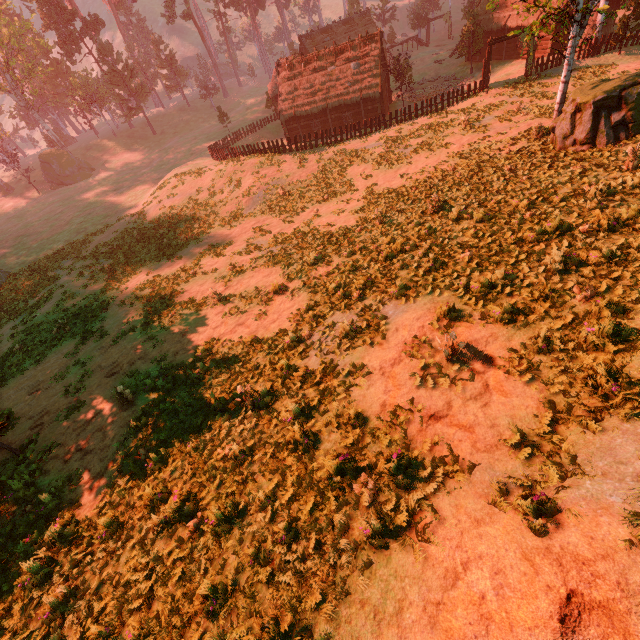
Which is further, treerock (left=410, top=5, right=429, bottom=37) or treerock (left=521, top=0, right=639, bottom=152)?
treerock (left=410, top=5, right=429, bottom=37)

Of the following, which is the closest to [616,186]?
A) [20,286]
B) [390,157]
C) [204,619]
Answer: [204,619]

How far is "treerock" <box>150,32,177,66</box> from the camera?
57.3 meters

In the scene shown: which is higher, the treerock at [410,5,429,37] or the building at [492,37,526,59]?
the treerock at [410,5,429,37]

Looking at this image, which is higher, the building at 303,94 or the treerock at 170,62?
the treerock at 170,62

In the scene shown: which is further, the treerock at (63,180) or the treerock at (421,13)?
the treerock at (421,13)

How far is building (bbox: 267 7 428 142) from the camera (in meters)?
35.09
